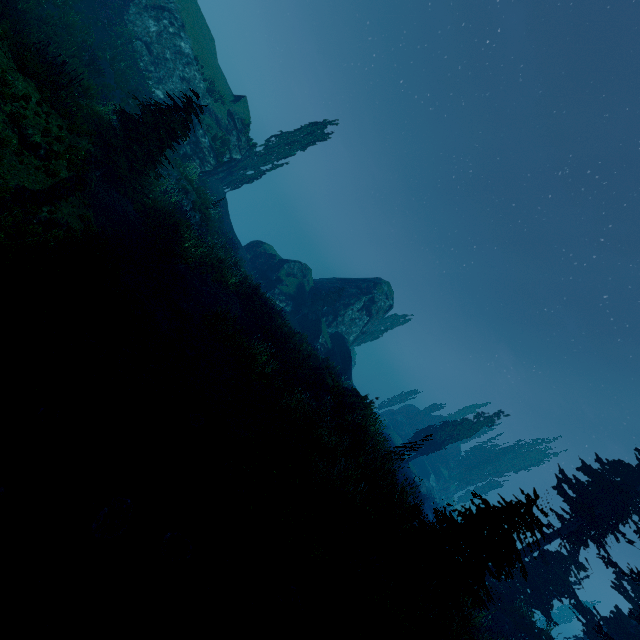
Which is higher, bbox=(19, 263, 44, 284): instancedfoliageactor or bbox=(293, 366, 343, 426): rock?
bbox=(293, 366, 343, 426): rock

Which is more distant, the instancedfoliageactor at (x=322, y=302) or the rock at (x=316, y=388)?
the instancedfoliageactor at (x=322, y=302)

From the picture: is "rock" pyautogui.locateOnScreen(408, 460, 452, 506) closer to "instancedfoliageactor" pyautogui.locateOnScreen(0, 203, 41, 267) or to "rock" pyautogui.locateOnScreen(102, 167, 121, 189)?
"instancedfoliageactor" pyautogui.locateOnScreen(0, 203, 41, 267)

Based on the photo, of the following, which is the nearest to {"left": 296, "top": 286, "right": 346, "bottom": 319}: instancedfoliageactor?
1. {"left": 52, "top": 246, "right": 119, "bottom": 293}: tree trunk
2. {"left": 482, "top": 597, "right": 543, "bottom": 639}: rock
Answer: {"left": 482, "top": 597, "right": 543, "bottom": 639}: rock

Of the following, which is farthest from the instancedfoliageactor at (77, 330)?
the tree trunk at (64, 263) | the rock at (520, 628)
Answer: the tree trunk at (64, 263)

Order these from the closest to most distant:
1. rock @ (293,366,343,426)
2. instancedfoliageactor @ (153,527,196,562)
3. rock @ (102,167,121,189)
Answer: instancedfoliageactor @ (153,527,196,562) < rock @ (102,167,121,189) < rock @ (293,366,343,426)

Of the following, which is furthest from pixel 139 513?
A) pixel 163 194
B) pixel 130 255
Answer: pixel 163 194

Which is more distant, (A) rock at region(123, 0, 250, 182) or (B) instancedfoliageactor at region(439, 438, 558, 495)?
(B) instancedfoliageactor at region(439, 438, 558, 495)
